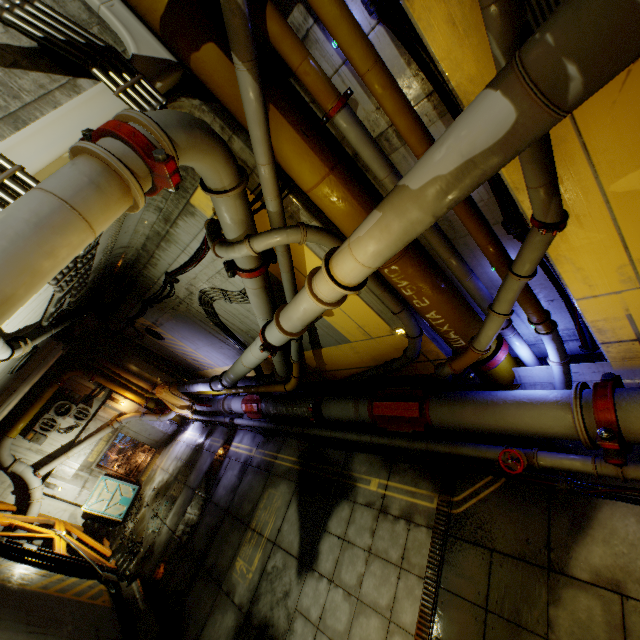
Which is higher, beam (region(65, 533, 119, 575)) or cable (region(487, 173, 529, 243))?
cable (region(487, 173, 529, 243))

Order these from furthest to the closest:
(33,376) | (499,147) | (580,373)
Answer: (33,376) < (580,373) < (499,147)

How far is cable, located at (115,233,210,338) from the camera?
6.7 meters

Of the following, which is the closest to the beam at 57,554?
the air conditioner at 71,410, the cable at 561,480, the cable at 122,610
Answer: the cable at 122,610

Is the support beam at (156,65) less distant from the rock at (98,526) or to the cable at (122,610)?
the cable at (122,610)

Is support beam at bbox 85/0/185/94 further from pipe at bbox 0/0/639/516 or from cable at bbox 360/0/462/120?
cable at bbox 360/0/462/120

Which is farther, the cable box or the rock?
the cable box

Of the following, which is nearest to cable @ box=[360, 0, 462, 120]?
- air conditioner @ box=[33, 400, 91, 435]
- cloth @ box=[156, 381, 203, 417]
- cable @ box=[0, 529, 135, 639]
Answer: → cable @ box=[0, 529, 135, 639]
